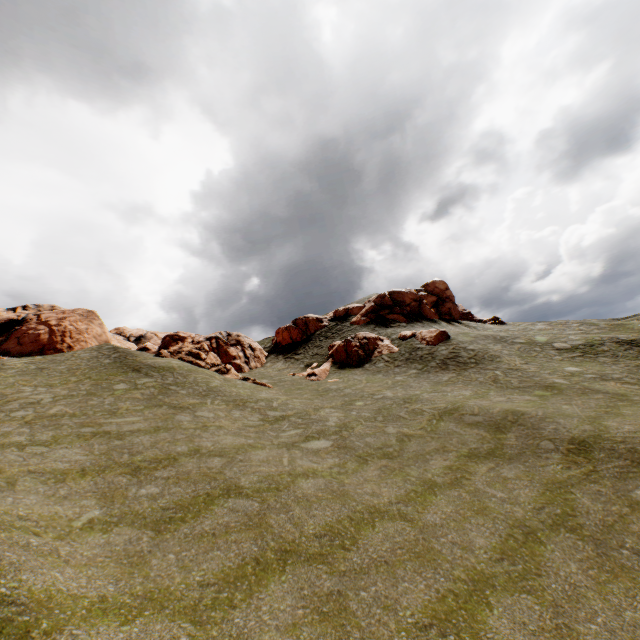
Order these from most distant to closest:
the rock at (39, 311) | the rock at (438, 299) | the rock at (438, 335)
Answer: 1. the rock at (438, 299)
2. the rock at (438, 335)
3. the rock at (39, 311)

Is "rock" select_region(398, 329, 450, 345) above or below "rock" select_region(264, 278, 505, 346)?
below

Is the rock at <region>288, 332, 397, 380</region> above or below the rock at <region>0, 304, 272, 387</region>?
below

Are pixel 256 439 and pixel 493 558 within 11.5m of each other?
yes

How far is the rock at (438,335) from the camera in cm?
3111

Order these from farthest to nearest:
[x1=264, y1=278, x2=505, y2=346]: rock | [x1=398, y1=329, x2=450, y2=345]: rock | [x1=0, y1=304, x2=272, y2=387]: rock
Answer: [x1=264, y1=278, x2=505, y2=346]: rock → [x1=398, y1=329, x2=450, y2=345]: rock → [x1=0, y1=304, x2=272, y2=387]: rock

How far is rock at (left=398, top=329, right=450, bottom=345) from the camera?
31.1 meters

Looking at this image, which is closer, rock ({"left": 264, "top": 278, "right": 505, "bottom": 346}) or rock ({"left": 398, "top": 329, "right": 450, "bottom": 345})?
rock ({"left": 398, "top": 329, "right": 450, "bottom": 345})
